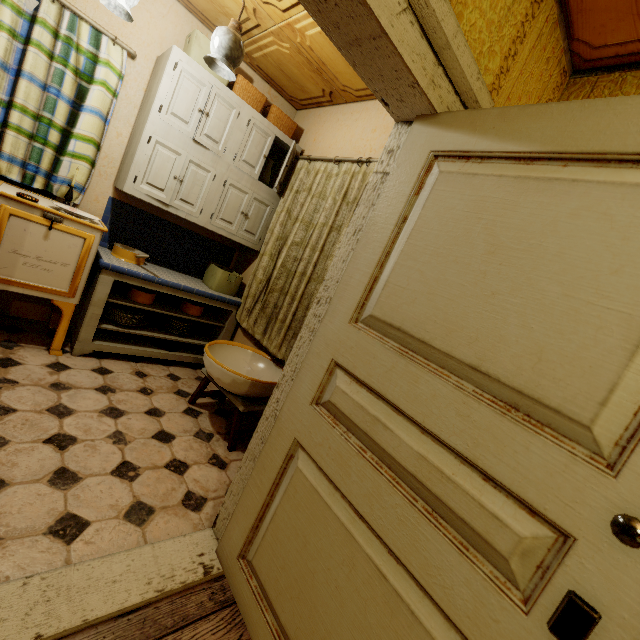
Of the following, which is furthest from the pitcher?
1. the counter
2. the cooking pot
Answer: the cooking pot

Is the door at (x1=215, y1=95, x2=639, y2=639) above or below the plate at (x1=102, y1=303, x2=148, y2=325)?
above

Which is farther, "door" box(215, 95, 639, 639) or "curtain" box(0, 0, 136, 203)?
"curtain" box(0, 0, 136, 203)

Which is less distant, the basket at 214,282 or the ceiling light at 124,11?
the ceiling light at 124,11

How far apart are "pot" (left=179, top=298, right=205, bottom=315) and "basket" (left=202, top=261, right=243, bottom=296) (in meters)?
0.22

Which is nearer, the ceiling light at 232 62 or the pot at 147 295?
the ceiling light at 232 62

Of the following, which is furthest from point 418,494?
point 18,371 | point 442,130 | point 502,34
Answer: point 18,371

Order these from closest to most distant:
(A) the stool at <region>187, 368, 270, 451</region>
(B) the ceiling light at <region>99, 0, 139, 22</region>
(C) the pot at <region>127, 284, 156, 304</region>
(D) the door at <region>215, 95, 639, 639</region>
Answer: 1. (D) the door at <region>215, 95, 639, 639</region>
2. (B) the ceiling light at <region>99, 0, 139, 22</region>
3. (A) the stool at <region>187, 368, 270, 451</region>
4. (C) the pot at <region>127, 284, 156, 304</region>
